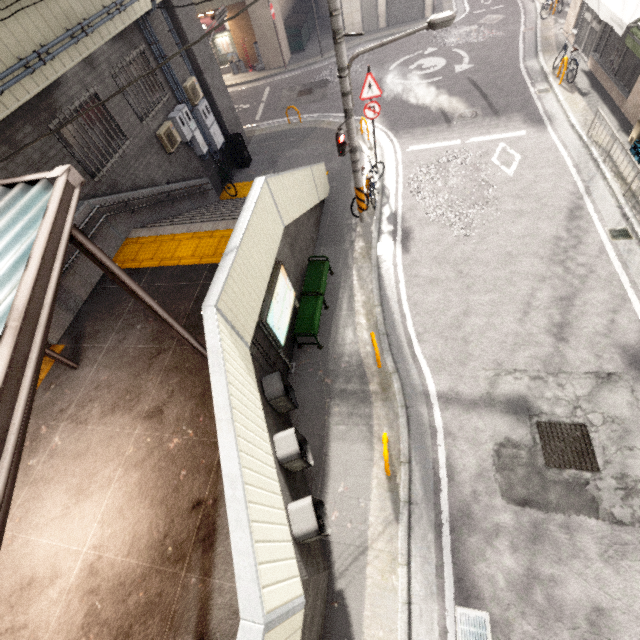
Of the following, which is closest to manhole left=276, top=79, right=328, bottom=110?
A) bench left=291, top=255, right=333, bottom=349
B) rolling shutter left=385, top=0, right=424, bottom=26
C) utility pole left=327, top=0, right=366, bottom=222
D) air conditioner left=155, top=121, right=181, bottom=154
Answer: rolling shutter left=385, top=0, right=424, bottom=26

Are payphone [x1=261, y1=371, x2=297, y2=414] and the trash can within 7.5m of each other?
no

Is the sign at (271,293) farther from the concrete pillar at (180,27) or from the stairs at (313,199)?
the concrete pillar at (180,27)

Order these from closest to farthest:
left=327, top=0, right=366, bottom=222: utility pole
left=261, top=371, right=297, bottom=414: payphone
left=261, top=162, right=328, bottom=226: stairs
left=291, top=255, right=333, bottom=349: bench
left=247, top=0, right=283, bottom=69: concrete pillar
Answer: left=261, top=371, right=297, bottom=414: payphone < left=327, top=0, right=366, bottom=222: utility pole < left=261, top=162, right=328, bottom=226: stairs < left=291, top=255, right=333, bottom=349: bench < left=247, top=0, right=283, bottom=69: concrete pillar

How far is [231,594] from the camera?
3.6m

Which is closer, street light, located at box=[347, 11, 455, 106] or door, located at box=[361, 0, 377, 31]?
street light, located at box=[347, 11, 455, 106]

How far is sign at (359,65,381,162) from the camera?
9.0m

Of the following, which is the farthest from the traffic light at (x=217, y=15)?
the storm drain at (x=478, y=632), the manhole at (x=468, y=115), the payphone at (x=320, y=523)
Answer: the storm drain at (x=478, y=632)
